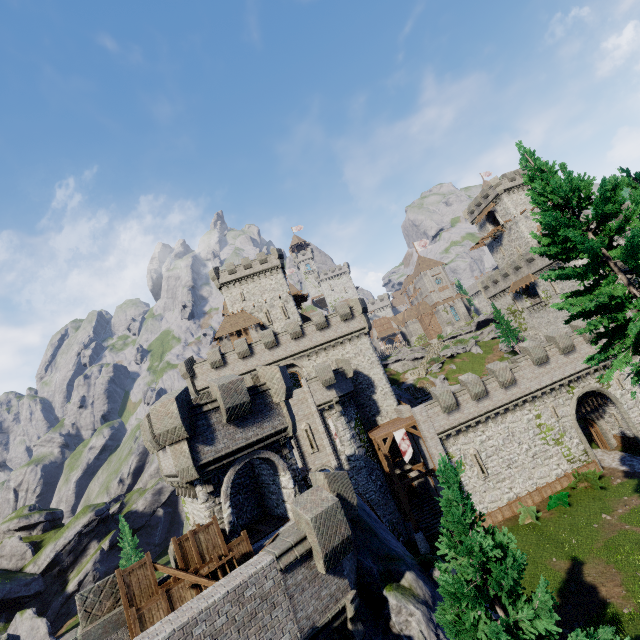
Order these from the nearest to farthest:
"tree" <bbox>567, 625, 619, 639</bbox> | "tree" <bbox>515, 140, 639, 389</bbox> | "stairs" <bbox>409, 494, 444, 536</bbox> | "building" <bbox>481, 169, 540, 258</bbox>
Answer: "tree" <bbox>567, 625, 619, 639</bbox> < "tree" <bbox>515, 140, 639, 389</bbox> < "stairs" <bbox>409, 494, 444, 536</bbox> < "building" <bbox>481, 169, 540, 258</bbox>

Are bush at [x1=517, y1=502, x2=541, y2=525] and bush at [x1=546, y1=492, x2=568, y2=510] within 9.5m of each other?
yes

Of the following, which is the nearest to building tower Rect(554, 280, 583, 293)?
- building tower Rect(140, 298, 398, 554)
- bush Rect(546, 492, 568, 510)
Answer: bush Rect(546, 492, 568, 510)

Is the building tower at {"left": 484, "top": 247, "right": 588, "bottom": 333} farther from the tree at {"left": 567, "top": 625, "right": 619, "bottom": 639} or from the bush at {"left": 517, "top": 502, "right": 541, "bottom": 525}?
the tree at {"left": 567, "top": 625, "right": 619, "bottom": 639}

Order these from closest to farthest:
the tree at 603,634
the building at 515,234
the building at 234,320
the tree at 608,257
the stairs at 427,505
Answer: the tree at 603,634 < the tree at 608,257 < the stairs at 427,505 < the building at 234,320 < the building at 515,234

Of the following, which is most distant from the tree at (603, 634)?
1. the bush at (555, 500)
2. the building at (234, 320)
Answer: the building at (234, 320)

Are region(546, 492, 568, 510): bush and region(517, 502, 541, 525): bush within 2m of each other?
yes

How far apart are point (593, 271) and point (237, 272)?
44.7 meters
